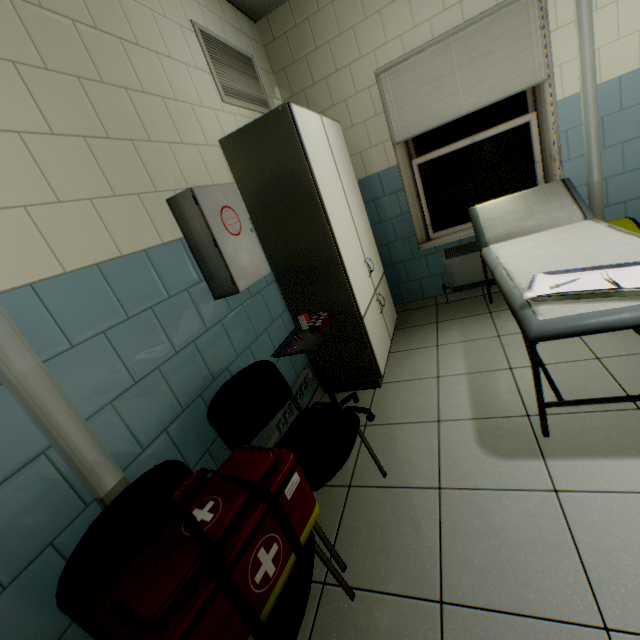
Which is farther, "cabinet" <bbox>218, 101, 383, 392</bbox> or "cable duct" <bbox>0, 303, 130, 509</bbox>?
"cabinet" <bbox>218, 101, 383, 392</bbox>

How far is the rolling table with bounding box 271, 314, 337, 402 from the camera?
2.0 meters

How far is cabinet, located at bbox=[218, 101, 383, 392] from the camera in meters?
2.1 m

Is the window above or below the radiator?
above

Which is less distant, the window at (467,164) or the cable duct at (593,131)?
the cable duct at (593,131)

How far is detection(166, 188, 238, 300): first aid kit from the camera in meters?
1.7 m

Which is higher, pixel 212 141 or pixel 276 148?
pixel 212 141

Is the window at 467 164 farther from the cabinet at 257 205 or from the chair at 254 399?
the chair at 254 399
